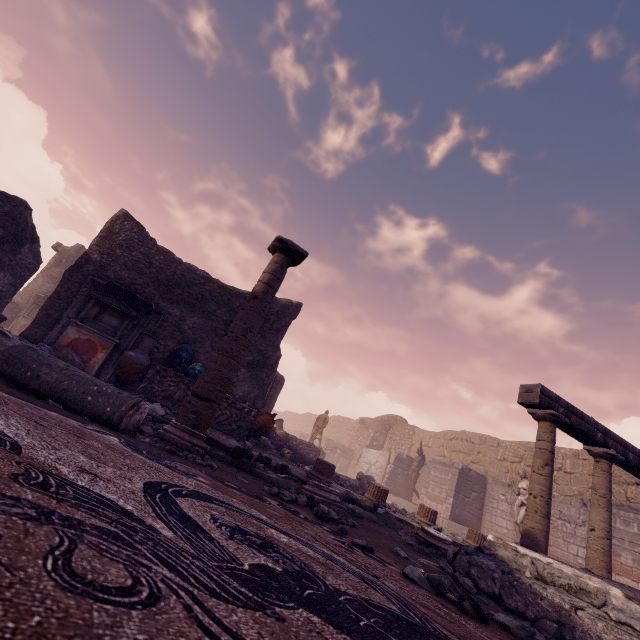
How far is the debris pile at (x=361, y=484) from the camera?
11.33m

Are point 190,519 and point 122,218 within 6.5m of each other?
no

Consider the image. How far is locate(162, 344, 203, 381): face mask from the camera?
8.20m

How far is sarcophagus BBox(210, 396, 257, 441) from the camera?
7.9m

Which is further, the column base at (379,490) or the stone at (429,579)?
the column base at (379,490)

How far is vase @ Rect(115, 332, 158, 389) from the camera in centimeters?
735cm

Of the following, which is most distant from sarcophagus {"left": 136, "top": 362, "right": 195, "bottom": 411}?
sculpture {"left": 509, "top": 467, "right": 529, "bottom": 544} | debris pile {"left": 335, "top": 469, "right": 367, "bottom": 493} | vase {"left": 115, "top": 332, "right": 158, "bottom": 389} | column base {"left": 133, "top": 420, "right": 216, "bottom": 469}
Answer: sculpture {"left": 509, "top": 467, "right": 529, "bottom": 544}

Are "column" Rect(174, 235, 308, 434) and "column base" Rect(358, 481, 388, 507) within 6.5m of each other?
yes
